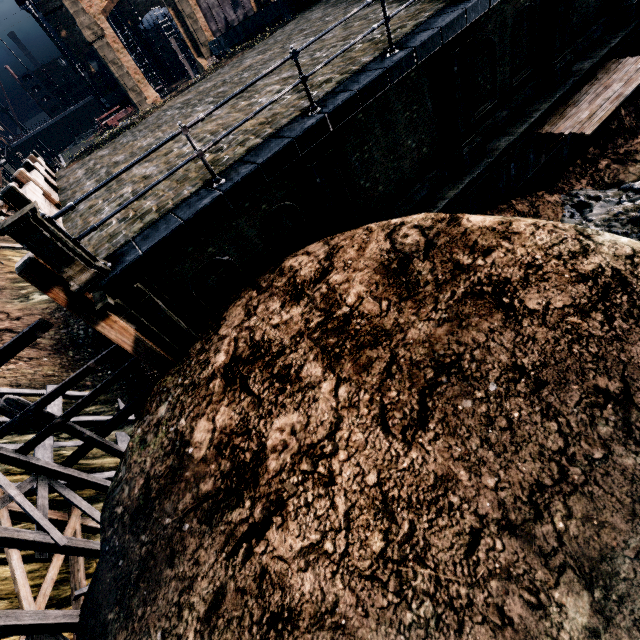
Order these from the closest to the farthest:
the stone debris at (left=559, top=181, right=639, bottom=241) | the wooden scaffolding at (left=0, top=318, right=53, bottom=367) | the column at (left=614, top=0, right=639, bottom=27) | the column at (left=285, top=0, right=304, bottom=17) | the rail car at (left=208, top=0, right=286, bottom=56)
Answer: the wooden scaffolding at (left=0, top=318, right=53, bottom=367) < the stone debris at (left=559, top=181, right=639, bottom=241) < the column at (left=614, top=0, right=639, bottom=27) < the column at (left=285, top=0, right=304, bottom=17) < the rail car at (left=208, top=0, right=286, bottom=56)

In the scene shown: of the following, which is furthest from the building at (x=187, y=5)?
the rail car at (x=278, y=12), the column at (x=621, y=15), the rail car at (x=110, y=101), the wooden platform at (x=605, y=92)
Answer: the rail car at (x=278, y=12)

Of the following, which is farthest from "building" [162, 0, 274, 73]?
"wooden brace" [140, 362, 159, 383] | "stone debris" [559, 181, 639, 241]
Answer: "wooden brace" [140, 362, 159, 383]

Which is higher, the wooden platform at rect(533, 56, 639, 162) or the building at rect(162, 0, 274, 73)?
the building at rect(162, 0, 274, 73)

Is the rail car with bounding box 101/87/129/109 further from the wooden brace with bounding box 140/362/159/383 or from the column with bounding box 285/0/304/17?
the wooden brace with bounding box 140/362/159/383

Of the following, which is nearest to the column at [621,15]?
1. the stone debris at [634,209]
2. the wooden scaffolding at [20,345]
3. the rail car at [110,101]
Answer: the stone debris at [634,209]

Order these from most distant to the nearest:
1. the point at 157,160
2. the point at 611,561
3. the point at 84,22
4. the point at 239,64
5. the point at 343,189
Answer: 1. the point at 84,22
2. the point at 239,64
3. the point at 157,160
4. the point at 343,189
5. the point at 611,561

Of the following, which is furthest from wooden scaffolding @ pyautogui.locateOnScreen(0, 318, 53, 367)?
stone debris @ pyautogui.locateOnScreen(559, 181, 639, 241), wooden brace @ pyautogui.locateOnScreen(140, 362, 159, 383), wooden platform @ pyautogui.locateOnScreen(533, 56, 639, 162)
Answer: wooden platform @ pyautogui.locateOnScreen(533, 56, 639, 162)
